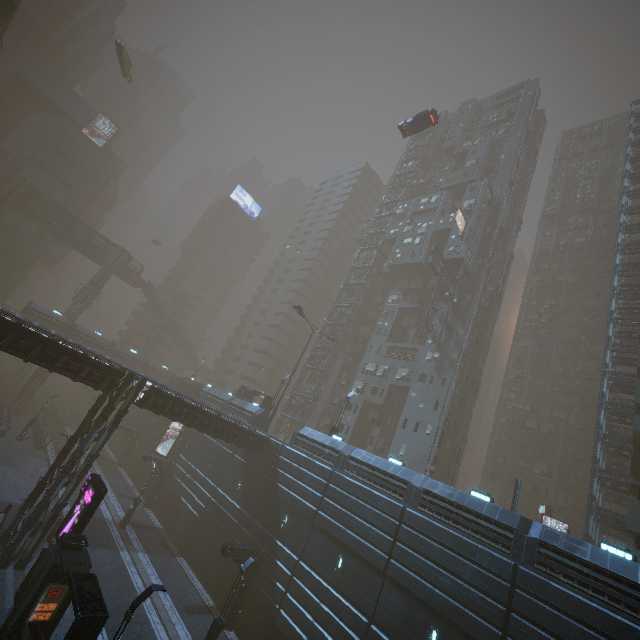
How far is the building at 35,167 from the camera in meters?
58.5

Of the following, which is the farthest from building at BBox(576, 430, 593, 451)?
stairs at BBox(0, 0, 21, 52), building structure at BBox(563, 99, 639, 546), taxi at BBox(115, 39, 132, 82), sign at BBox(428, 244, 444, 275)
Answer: taxi at BBox(115, 39, 132, 82)

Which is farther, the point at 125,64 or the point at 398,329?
the point at 398,329

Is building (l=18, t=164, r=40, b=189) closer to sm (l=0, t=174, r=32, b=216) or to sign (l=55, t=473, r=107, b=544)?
sm (l=0, t=174, r=32, b=216)

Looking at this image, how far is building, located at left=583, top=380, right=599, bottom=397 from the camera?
48.4m

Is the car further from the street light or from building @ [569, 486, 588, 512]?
the street light

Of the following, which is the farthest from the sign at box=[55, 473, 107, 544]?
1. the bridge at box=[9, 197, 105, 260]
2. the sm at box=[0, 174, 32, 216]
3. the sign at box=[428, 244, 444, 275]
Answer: the bridge at box=[9, 197, 105, 260]

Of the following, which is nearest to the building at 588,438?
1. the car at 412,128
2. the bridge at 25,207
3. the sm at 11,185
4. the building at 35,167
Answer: the building at 35,167
